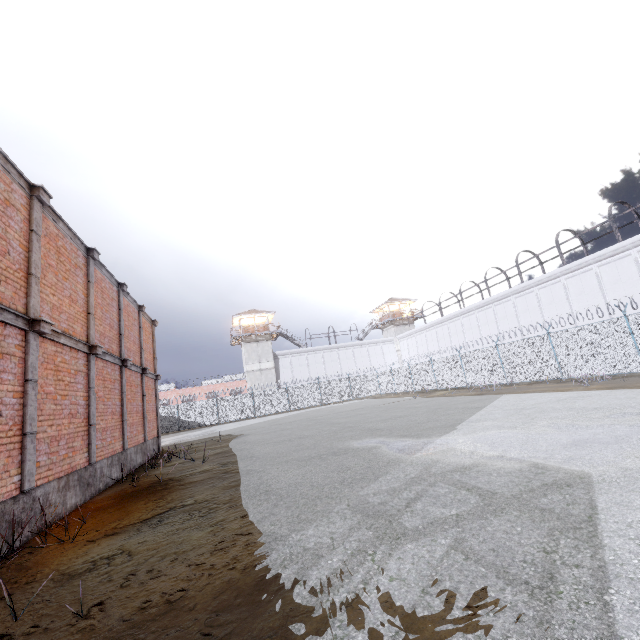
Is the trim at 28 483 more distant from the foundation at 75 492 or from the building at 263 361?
the building at 263 361

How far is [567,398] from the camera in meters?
11.8

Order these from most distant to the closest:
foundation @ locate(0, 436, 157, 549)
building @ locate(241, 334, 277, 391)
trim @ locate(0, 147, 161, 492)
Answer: building @ locate(241, 334, 277, 391)
trim @ locate(0, 147, 161, 492)
foundation @ locate(0, 436, 157, 549)

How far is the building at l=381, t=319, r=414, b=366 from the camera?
51.6m

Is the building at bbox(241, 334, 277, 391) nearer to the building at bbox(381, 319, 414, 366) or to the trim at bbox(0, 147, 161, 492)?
the building at bbox(381, 319, 414, 366)

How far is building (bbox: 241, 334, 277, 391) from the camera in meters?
44.4

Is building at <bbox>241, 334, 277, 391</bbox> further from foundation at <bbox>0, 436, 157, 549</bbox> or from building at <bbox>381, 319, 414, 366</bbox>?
foundation at <bbox>0, 436, 157, 549</bbox>

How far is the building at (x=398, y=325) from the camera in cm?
5156
